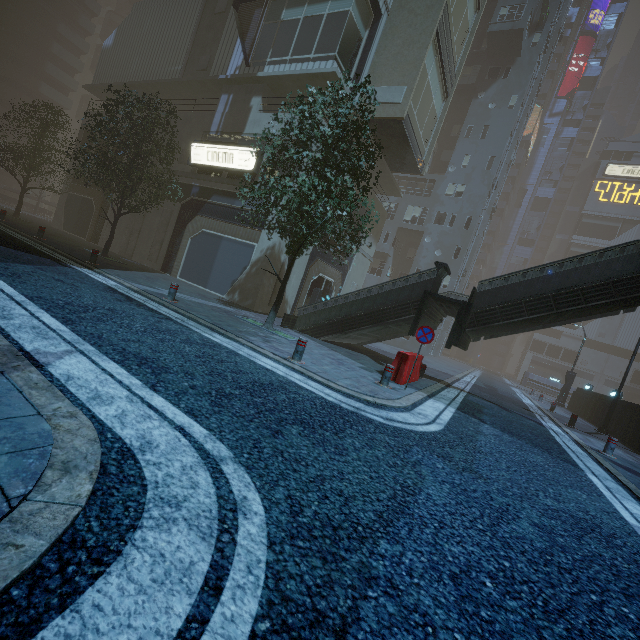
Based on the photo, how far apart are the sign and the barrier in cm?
1185

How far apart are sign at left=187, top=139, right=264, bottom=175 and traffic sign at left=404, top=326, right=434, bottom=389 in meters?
12.2

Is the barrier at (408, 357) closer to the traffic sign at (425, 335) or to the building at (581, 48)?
the traffic sign at (425, 335)

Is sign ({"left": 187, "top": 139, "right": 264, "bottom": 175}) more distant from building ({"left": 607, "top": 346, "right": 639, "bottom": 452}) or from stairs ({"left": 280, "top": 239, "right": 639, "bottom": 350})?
stairs ({"left": 280, "top": 239, "right": 639, "bottom": 350})

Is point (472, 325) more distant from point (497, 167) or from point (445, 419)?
point (497, 167)

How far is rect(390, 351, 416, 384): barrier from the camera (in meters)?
9.38

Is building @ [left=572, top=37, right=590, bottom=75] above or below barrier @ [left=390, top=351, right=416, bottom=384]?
above

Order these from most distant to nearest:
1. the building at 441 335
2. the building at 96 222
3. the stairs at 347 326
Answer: the building at 441 335 < the building at 96 222 < the stairs at 347 326
